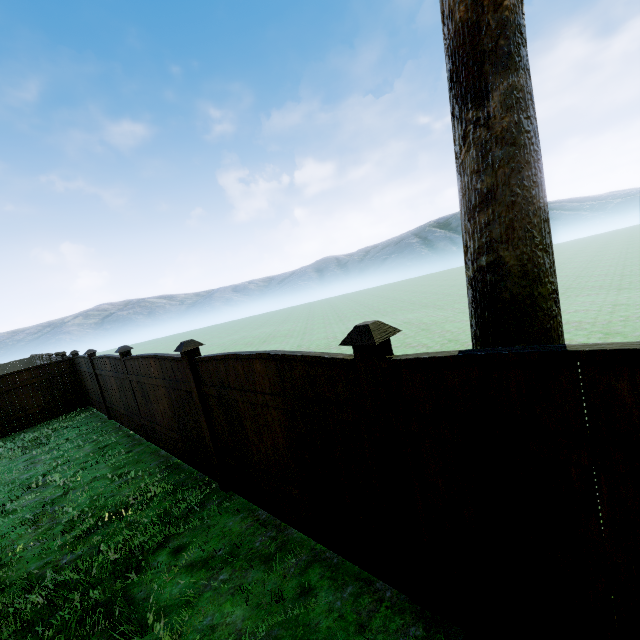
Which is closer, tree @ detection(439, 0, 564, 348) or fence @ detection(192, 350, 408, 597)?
tree @ detection(439, 0, 564, 348)

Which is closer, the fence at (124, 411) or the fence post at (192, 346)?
the fence post at (192, 346)

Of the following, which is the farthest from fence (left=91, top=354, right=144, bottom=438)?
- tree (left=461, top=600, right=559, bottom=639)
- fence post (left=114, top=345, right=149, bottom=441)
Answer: tree (left=461, top=600, right=559, bottom=639)

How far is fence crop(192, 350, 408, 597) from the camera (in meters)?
2.54

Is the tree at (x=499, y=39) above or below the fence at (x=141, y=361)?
above

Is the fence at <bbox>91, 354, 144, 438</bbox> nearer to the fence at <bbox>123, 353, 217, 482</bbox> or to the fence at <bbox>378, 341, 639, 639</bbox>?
the fence at <bbox>123, 353, 217, 482</bbox>

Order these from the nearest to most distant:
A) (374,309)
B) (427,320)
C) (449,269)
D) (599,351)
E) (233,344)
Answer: (599,351)
(427,320)
(233,344)
(374,309)
(449,269)

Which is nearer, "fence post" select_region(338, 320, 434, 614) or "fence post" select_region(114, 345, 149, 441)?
"fence post" select_region(338, 320, 434, 614)
